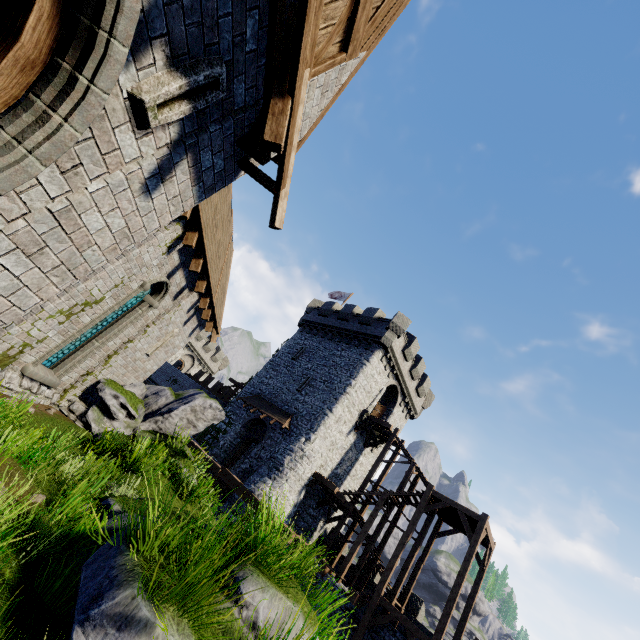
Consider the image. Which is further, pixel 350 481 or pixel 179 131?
pixel 350 481

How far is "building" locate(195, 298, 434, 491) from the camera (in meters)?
23.06

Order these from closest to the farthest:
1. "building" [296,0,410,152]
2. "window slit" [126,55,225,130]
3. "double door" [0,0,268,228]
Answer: "double door" [0,0,268,228] → "window slit" [126,55,225,130] → "building" [296,0,410,152]

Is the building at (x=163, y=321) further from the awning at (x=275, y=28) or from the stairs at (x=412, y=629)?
the stairs at (x=412, y=629)

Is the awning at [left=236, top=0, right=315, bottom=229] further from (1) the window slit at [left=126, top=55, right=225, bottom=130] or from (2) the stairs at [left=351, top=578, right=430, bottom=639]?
(2) the stairs at [left=351, top=578, right=430, bottom=639]

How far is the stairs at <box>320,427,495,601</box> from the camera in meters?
16.7 m

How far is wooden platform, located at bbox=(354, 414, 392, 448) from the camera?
23.8 meters

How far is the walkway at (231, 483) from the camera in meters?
16.6
